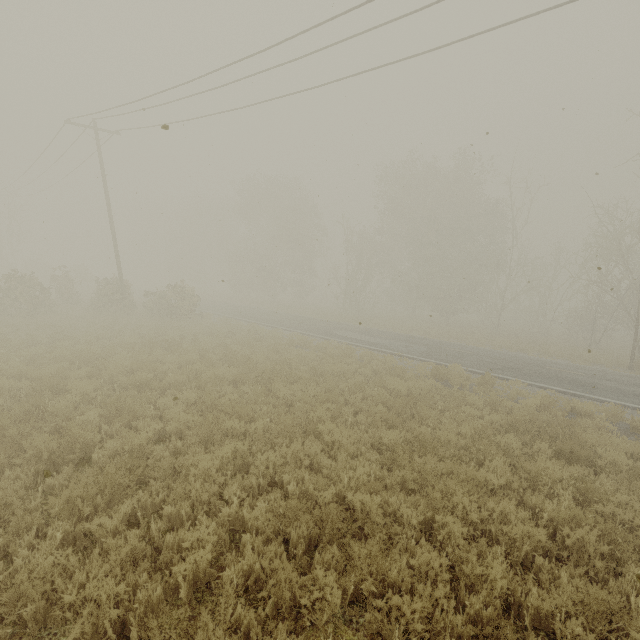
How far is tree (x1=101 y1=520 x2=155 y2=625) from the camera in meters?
3.4

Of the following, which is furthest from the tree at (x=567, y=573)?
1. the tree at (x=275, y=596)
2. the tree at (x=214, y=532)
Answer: the tree at (x=214, y=532)

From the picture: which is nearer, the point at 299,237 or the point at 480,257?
the point at 480,257

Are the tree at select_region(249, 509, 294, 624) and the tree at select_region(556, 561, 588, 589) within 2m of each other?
no

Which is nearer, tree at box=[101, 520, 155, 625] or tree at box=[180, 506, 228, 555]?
tree at box=[101, 520, 155, 625]

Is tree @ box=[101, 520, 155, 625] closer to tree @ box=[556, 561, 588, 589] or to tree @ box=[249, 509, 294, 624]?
tree @ box=[249, 509, 294, 624]

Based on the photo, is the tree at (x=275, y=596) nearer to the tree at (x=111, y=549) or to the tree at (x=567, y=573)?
A: the tree at (x=111, y=549)
